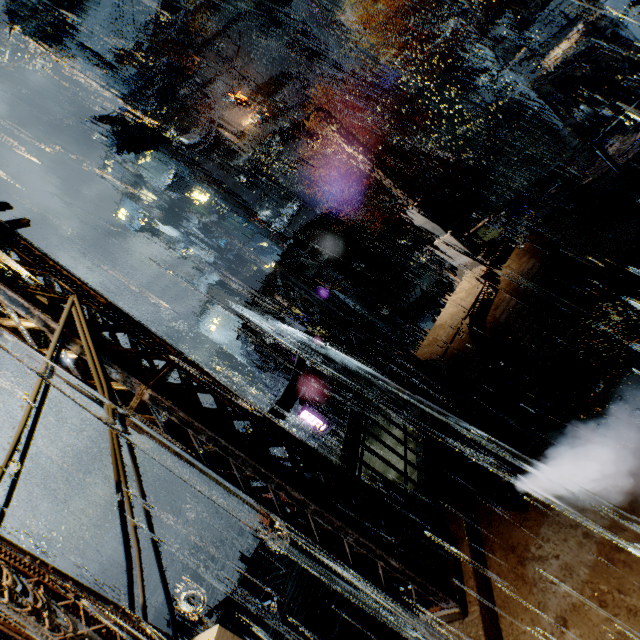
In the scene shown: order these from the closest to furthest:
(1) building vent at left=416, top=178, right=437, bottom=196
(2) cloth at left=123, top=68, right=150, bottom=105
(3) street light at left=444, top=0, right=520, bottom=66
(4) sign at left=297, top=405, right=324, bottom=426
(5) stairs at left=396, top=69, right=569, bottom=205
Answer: (3) street light at left=444, top=0, right=520, bottom=66 → (5) stairs at left=396, top=69, right=569, bottom=205 → (4) sign at left=297, top=405, right=324, bottom=426 → (1) building vent at left=416, top=178, right=437, bottom=196 → (2) cloth at left=123, top=68, right=150, bottom=105

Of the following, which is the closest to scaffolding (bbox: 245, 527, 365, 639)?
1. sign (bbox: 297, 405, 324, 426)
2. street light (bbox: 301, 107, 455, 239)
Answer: street light (bbox: 301, 107, 455, 239)

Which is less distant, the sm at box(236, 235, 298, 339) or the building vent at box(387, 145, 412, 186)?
the sm at box(236, 235, 298, 339)

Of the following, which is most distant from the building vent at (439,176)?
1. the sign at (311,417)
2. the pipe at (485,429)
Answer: the pipe at (485,429)

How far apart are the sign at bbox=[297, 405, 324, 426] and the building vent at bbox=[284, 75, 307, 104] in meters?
35.6

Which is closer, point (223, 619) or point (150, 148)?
point (223, 619)

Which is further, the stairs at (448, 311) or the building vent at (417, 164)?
the building vent at (417, 164)

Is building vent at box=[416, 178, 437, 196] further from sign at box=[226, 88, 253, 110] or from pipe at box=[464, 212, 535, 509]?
pipe at box=[464, 212, 535, 509]
